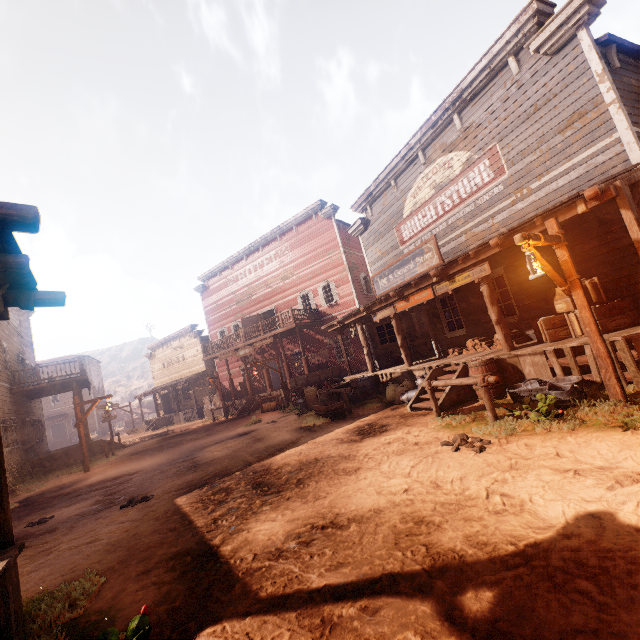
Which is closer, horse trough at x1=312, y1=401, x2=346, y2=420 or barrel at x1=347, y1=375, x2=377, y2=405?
horse trough at x1=312, y1=401, x2=346, y2=420

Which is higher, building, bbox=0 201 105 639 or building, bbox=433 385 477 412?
building, bbox=0 201 105 639

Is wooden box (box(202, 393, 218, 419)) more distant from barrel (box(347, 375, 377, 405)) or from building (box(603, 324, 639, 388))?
barrel (box(347, 375, 377, 405))

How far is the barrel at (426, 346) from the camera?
14.2 meters

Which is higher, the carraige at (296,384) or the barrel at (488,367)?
the carraige at (296,384)

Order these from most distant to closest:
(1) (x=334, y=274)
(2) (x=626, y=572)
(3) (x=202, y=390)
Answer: (3) (x=202, y=390), (1) (x=334, y=274), (2) (x=626, y=572)

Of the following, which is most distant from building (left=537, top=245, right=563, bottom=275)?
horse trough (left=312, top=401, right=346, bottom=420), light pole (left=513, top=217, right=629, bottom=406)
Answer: horse trough (left=312, top=401, right=346, bottom=420)

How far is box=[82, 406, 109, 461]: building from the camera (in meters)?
19.02
